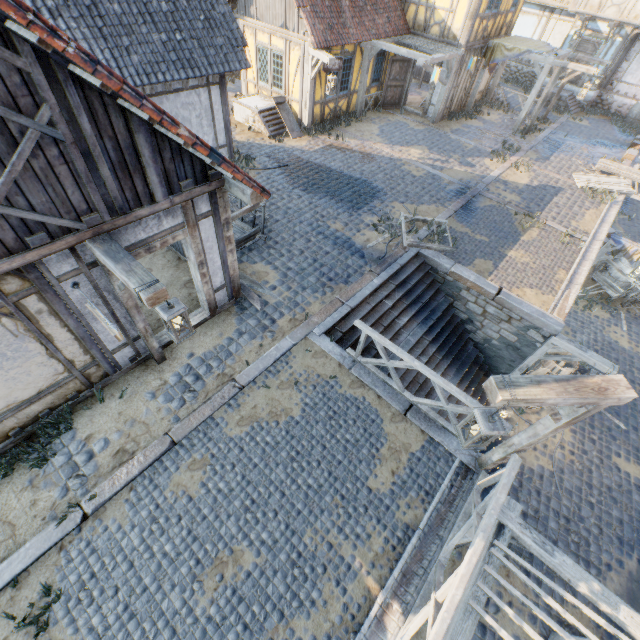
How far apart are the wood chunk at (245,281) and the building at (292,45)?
8.5 meters

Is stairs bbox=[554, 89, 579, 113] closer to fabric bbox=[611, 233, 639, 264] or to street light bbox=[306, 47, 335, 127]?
fabric bbox=[611, 233, 639, 264]

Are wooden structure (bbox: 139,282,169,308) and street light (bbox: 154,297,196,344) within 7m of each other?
yes

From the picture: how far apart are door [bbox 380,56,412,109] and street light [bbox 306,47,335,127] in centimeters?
512cm

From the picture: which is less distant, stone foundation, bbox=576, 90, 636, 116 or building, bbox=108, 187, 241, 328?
building, bbox=108, 187, 241, 328

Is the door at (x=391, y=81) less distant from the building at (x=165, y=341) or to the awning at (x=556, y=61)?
the awning at (x=556, y=61)

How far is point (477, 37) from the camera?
14.3m

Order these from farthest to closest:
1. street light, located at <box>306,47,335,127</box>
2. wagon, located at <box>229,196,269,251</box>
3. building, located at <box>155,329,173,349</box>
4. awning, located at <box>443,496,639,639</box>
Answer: street light, located at <box>306,47,335,127</box> < wagon, located at <box>229,196,269,251</box> < building, located at <box>155,329,173,349</box> < awning, located at <box>443,496,639,639</box>
